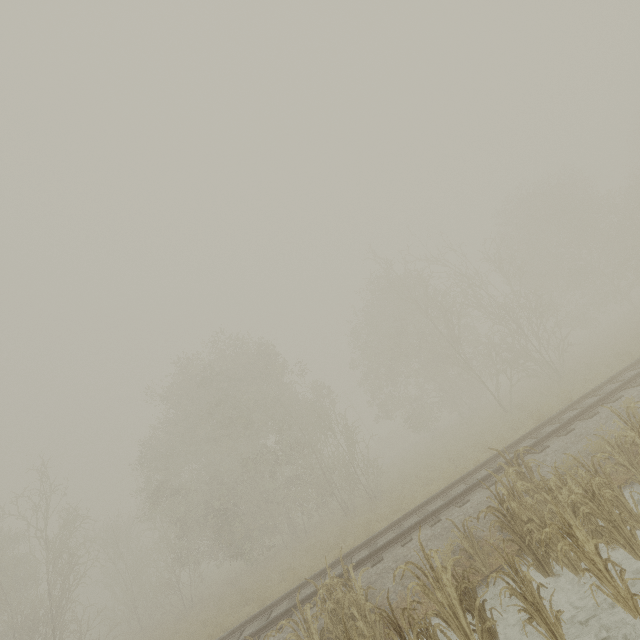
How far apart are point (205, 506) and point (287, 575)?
10.2 meters

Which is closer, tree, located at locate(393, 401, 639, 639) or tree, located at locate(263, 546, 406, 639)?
tree, located at locate(393, 401, 639, 639)

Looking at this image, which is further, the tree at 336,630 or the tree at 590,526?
the tree at 336,630
